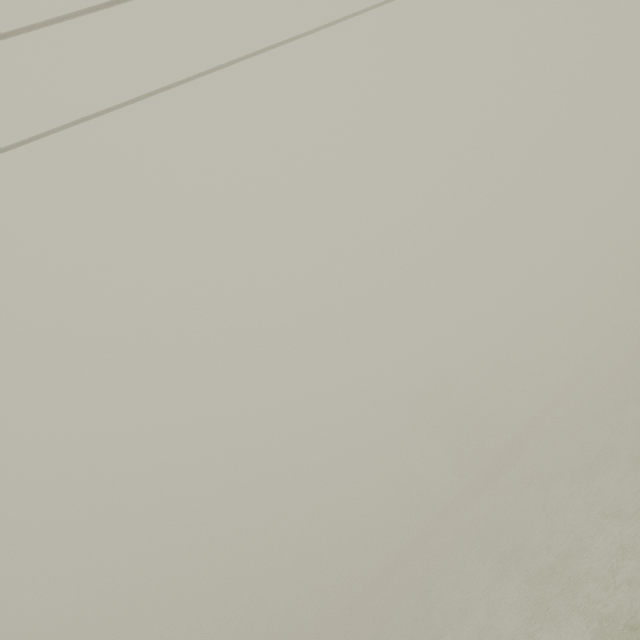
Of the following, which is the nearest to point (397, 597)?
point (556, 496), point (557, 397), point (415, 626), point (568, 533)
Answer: point (415, 626)
